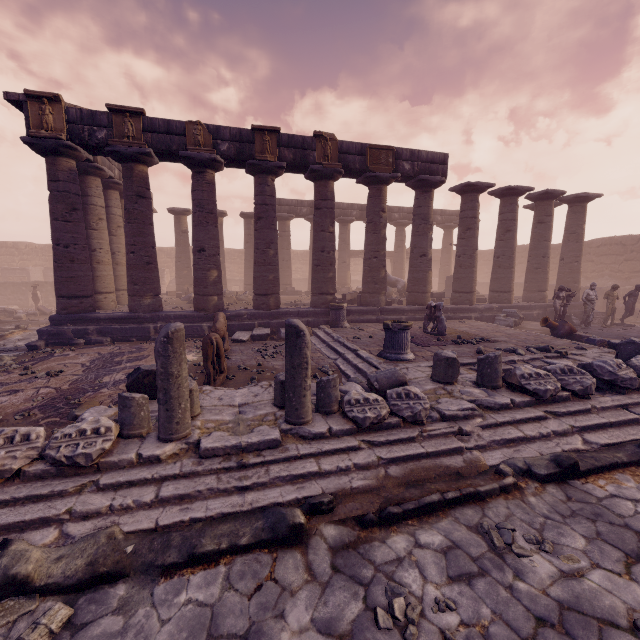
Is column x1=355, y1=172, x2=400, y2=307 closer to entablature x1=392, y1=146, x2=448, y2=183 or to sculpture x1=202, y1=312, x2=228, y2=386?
entablature x1=392, y1=146, x2=448, y2=183

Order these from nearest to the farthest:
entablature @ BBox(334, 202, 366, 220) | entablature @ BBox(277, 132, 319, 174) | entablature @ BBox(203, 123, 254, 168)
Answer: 1. entablature @ BBox(203, 123, 254, 168)
2. entablature @ BBox(277, 132, 319, 174)
3. entablature @ BBox(334, 202, 366, 220)

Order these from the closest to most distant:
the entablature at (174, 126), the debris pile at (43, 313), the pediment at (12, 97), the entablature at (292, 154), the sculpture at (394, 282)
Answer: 1. the pediment at (12, 97)
2. the entablature at (174, 126)
3. the entablature at (292, 154)
4. the debris pile at (43, 313)
5. the sculpture at (394, 282)

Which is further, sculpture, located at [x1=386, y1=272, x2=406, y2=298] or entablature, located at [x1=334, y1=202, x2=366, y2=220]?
entablature, located at [x1=334, y1=202, x2=366, y2=220]

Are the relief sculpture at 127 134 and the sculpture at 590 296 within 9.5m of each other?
no

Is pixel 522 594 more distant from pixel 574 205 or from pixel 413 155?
pixel 574 205

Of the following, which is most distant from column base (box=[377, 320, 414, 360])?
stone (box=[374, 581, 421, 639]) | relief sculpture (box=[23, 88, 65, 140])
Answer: relief sculpture (box=[23, 88, 65, 140])

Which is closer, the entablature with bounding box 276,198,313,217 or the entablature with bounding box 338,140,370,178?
the entablature with bounding box 338,140,370,178
